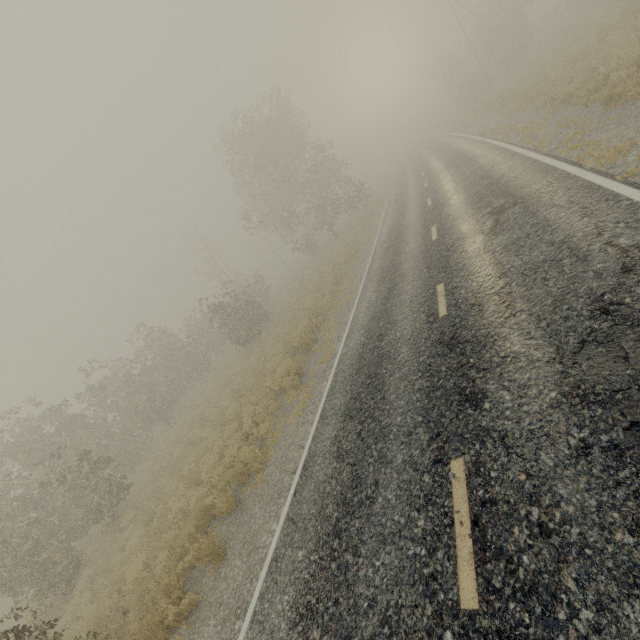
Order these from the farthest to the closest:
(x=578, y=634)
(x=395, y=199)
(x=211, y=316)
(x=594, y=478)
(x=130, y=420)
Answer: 1. (x=211, y=316)
2. (x=395, y=199)
3. (x=130, y=420)
4. (x=594, y=478)
5. (x=578, y=634)

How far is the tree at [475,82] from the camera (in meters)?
34.88

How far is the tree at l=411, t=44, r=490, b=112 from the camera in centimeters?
3488cm

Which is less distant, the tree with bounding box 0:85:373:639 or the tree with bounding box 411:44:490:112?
the tree with bounding box 0:85:373:639

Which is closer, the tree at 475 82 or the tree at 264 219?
the tree at 264 219
